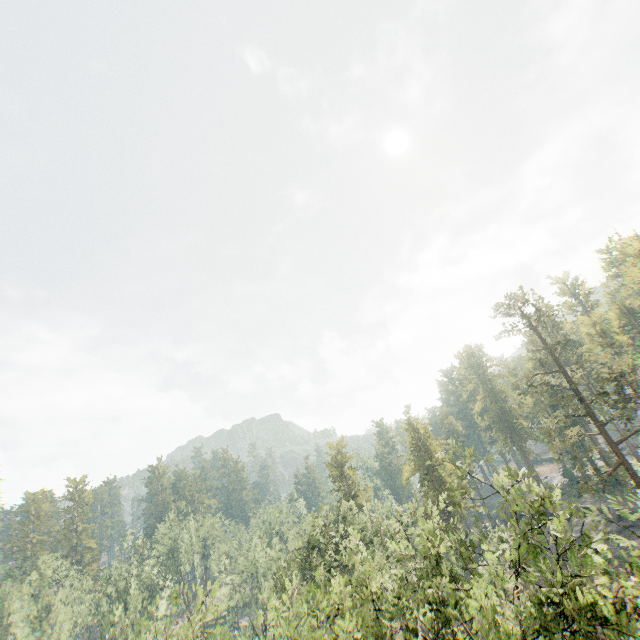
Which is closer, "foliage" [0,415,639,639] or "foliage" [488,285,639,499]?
"foliage" [0,415,639,639]

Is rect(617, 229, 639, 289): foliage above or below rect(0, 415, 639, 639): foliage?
above

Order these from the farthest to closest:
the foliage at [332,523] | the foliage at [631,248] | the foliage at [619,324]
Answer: A: the foliage at [631,248] → the foliage at [619,324] → the foliage at [332,523]

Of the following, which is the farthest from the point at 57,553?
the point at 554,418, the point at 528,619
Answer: the point at 554,418

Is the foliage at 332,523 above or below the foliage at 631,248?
below
